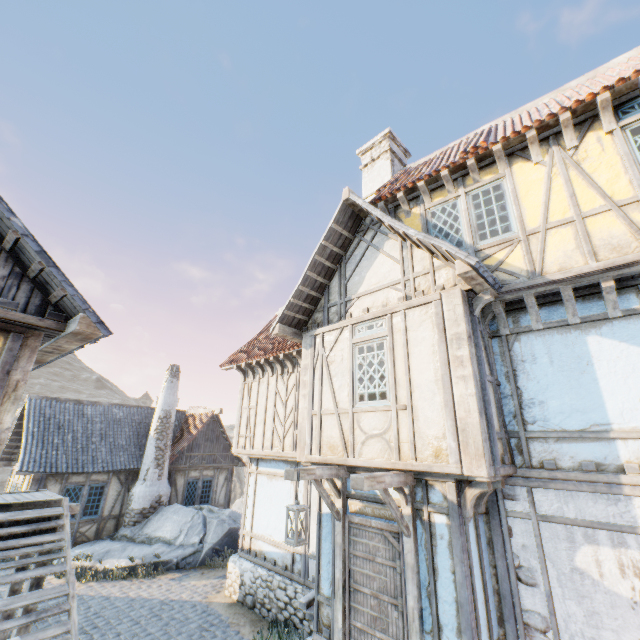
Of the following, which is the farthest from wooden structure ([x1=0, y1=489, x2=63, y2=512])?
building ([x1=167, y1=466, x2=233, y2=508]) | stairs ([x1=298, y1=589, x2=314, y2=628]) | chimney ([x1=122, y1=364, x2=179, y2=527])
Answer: building ([x1=167, y1=466, x2=233, y2=508])

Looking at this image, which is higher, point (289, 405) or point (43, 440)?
point (289, 405)

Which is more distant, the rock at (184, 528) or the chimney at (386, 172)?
the rock at (184, 528)

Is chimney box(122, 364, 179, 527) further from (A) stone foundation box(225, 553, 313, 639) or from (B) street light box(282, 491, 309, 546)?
(B) street light box(282, 491, 309, 546)

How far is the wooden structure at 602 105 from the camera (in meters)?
5.24

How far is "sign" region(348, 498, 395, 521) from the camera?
5.5m

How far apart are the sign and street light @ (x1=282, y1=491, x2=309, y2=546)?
0.1 meters

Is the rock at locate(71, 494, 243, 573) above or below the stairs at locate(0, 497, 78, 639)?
below
